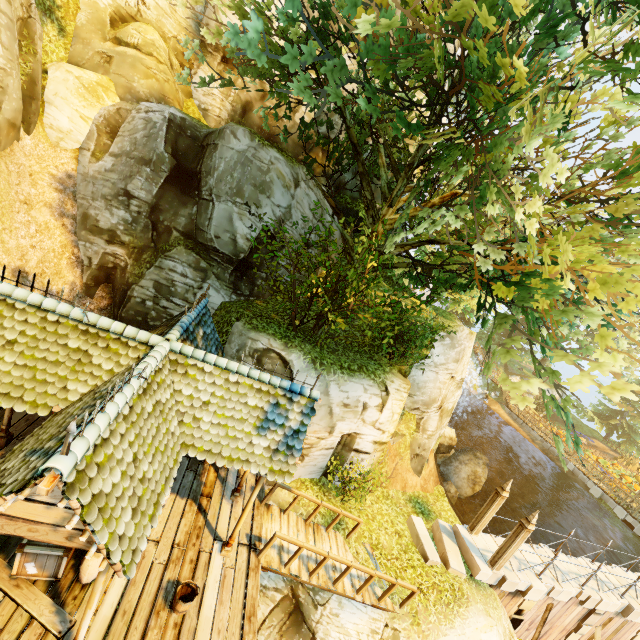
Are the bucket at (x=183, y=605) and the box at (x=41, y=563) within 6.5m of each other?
yes

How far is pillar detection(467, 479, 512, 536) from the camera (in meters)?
11.99

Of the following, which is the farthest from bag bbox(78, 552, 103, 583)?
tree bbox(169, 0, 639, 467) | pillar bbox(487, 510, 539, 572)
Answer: pillar bbox(487, 510, 539, 572)

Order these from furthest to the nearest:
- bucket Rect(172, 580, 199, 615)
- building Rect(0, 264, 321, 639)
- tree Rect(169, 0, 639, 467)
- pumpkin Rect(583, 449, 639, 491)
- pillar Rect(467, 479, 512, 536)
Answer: pumpkin Rect(583, 449, 639, 491)
pillar Rect(467, 479, 512, 536)
bucket Rect(172, 580, 199, 615)
tree Rect(169, 0, 639, 467)
building Rect(0, 264, 321, 639)

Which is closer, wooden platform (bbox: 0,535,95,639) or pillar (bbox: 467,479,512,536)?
wooden platform (bbox: 0,535,95,639)

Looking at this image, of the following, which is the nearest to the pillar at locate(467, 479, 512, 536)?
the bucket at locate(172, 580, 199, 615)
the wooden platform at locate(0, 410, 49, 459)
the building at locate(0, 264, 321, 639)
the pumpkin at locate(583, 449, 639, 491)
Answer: the wooden platform at locate(0, 410, 49, 459)

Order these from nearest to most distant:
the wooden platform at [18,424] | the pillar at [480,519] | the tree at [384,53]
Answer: the tree at [384,53] < the wooden platform at [18,424] < the pillar at [480,519]

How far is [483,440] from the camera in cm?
3091
